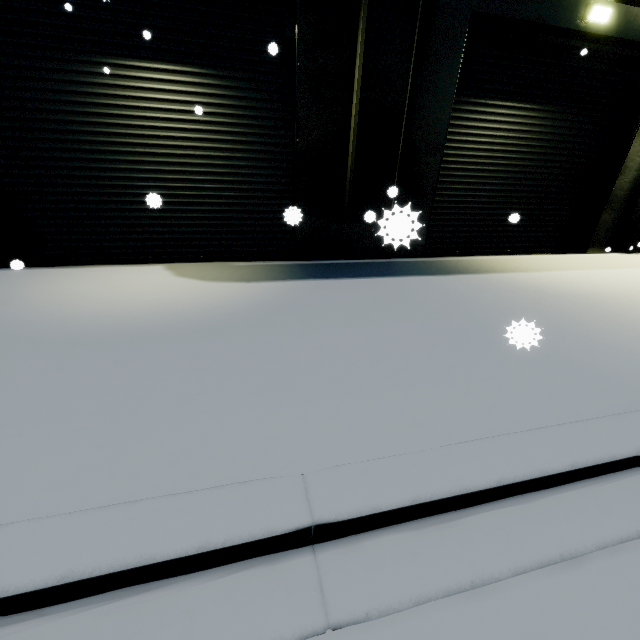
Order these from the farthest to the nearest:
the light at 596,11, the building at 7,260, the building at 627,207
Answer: the building at 627,207
the light at 596,11
the building at 7,260

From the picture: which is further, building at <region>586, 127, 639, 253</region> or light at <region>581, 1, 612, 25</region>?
building at <region>586, 127, 639, 253</region>

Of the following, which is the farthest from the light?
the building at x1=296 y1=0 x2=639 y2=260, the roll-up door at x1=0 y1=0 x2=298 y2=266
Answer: the building at x1=296 y1=0 x2=639 y2=260

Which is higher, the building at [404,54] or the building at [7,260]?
the building at [404,54]

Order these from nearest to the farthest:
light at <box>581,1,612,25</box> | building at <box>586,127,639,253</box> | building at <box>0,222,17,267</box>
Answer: building at <box>0,222,17,267</box>, light at <box>581,1,612,25</box>, building at <box>586,127,639,253</box>

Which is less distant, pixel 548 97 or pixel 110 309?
pixel 110 309

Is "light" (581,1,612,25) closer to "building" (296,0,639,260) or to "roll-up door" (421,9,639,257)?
"roll-up door" (421,9,639,257)
